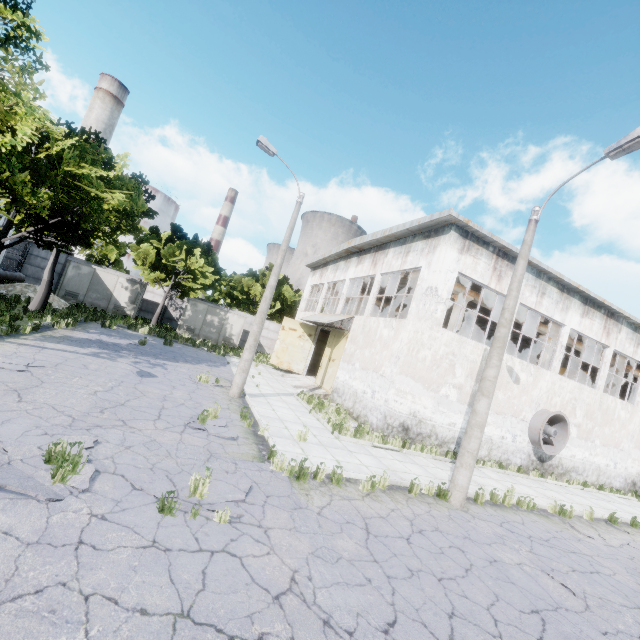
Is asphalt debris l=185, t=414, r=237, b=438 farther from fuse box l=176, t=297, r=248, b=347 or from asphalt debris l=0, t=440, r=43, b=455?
fuse box l=176, t=297, r=248, b=347

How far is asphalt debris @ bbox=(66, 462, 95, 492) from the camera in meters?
4.7 m

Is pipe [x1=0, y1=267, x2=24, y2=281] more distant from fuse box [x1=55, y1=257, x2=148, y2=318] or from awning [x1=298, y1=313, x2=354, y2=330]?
awning [x1=298, y1=313, x2=354, y2=330]

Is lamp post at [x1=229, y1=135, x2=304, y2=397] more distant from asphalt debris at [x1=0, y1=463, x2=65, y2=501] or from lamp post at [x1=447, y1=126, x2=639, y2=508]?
lamp post at [x1=447, y1=126, x2=639, y2=508]

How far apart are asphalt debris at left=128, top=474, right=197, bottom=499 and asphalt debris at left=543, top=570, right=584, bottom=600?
6.42m

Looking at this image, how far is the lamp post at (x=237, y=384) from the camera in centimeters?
1294cm

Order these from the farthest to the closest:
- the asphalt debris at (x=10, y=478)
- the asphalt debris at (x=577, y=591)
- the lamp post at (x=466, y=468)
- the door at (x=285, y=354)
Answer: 1. the door at (x=285, y=354)
2. the lamp post at (x=466, y=468)
3. the asphalt debris at (x=577, y=591)
4. the asphalt debris at (x=10, y=478)

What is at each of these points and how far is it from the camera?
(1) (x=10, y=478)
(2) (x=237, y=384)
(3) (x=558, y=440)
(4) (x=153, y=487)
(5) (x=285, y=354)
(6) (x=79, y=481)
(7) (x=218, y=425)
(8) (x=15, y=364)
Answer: (1) asphalt debris, 4.4m
(2) lamp post, 12.9m
(3) fan, 16.5m
(4) asphalt debris, 5.3m
(5) door, 25.0m
(6) asphalt debris, 4.8m
(7) asphalt debris, 9.1m
(8) asphalt debris, 8.8m
